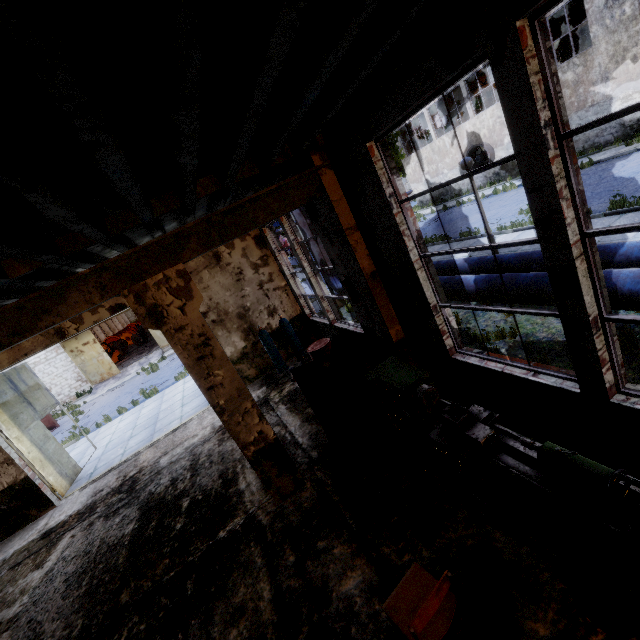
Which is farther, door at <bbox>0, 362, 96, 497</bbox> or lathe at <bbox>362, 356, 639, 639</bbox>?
door at <bbox>0, 362, 96, 497</bbox>

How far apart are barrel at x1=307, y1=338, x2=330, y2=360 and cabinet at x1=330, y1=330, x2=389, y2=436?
1.7 meters

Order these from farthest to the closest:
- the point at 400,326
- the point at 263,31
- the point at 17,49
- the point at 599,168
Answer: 1. the point at 599,168
2. the point at 400,326
3. the point at 263,31
4. the point at 17,49

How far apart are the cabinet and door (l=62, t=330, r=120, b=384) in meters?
24.4

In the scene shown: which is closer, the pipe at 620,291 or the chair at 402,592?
the chair at 402,592

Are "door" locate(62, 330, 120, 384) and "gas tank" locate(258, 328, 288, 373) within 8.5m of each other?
no

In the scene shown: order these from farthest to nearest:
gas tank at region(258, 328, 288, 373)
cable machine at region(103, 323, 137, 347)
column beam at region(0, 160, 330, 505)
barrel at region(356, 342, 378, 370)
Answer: cable machine at region(103, 323, 137, 347) → gas tank at region(258, 328, 288, 373) → barrel at region(356, 342, 378, 370) → column beam at region(0, 160, 330, 505)

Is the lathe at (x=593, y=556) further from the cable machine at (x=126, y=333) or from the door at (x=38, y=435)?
the cable machine at (x=126, y=333)
